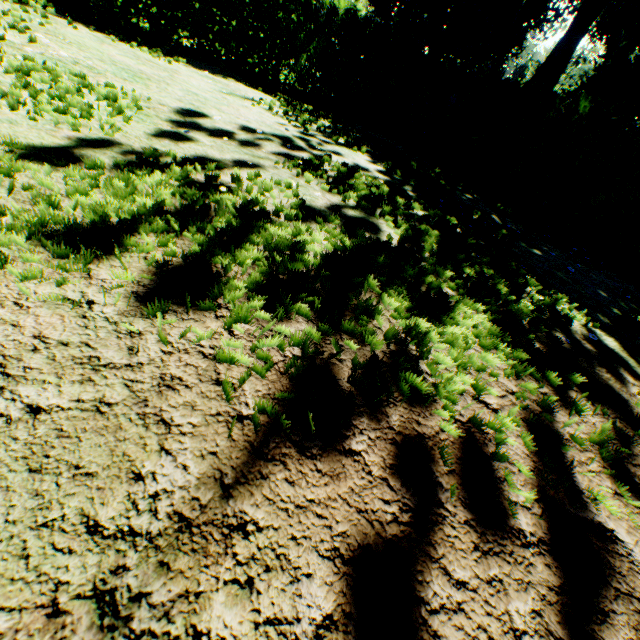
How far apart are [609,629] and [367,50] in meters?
11.8
